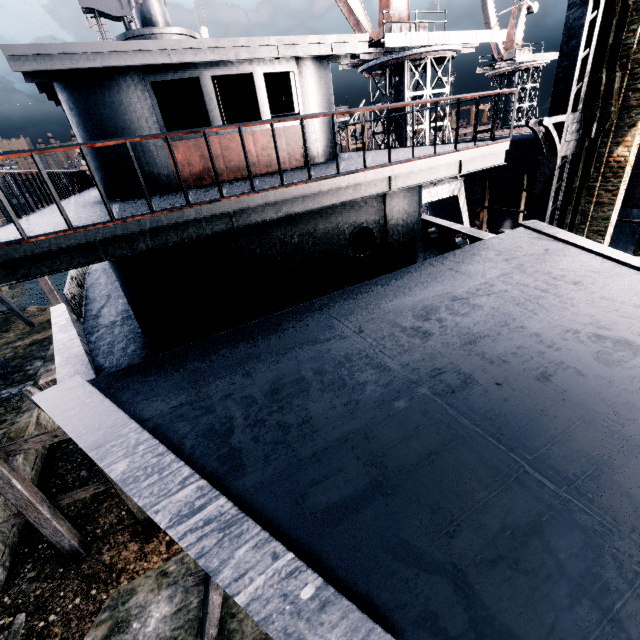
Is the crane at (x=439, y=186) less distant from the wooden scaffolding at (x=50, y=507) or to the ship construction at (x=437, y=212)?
the ship construction at (x=437, y=212)

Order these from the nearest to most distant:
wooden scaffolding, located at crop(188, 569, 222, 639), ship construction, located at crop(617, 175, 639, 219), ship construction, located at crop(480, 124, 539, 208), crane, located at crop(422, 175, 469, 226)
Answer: wooden scaffolding, located at crop(188, 569, 222, 639) → ship construction, located at crop(617, 175, 639, 219) → ship construction, located at crop(480, 124, 539, 208) → crane, located at crop(422, 175, 469, 226)

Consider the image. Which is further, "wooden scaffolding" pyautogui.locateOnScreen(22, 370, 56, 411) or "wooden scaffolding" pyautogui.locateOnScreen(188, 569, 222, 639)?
"wooden scaffolding" pyautogui.locateOnScreen(22, 370, 56, 411)

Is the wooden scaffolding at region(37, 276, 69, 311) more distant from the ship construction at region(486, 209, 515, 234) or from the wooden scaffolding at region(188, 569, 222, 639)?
the ship construction at region(486, 209, 515, 234)

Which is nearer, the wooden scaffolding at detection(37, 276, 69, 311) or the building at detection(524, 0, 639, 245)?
the building at detection(524, 0, 639, 245)

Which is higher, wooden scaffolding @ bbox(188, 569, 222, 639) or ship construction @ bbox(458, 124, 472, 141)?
ship construction @ bbox(458, 124, 472, 141)

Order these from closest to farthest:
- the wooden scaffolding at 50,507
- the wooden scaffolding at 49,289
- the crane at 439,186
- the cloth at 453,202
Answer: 1. the wooden scaffolding at 50,507
2. the wooden scaffolding at 49,289
3. the crane at 439,186
4. the cloth at 453,202

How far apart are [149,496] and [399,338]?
3.1m
